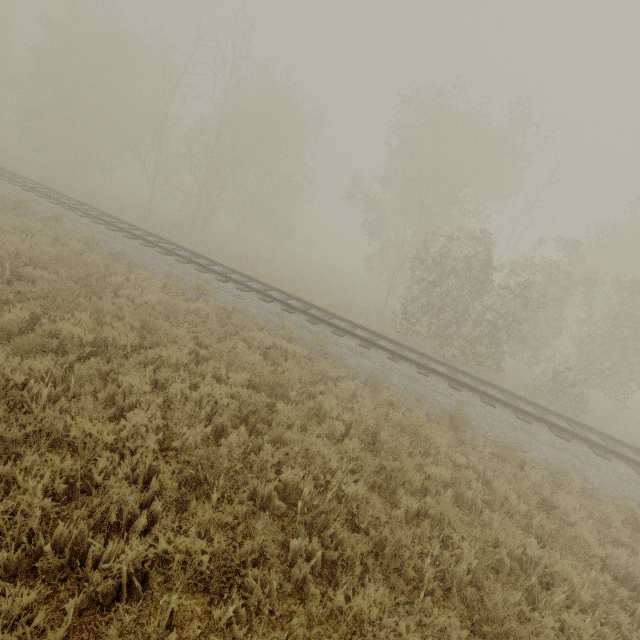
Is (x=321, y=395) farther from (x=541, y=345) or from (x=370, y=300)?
(x=370, y=300)
